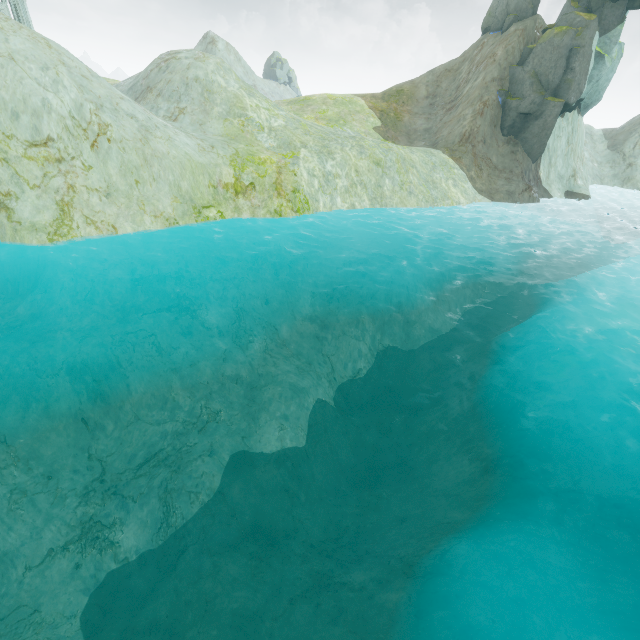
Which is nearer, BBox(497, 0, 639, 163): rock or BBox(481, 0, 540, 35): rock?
BBox(497, 0, 639, 163): rock

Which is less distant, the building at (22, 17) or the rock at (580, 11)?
the rock at (580, 11)

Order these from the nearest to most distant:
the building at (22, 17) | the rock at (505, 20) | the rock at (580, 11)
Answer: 1. the rock at (580, 11)
2. the building at (22, 17)
3. the rock at (505, 20)

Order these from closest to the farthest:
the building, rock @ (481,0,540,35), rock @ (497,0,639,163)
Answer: rock @ (497,0,639,163)
the building
rock @ (481,0,540,35)

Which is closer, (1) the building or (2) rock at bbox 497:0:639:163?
(2) rock at bbox 497:0:639:163

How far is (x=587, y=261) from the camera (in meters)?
31.03

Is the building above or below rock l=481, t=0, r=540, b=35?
below
